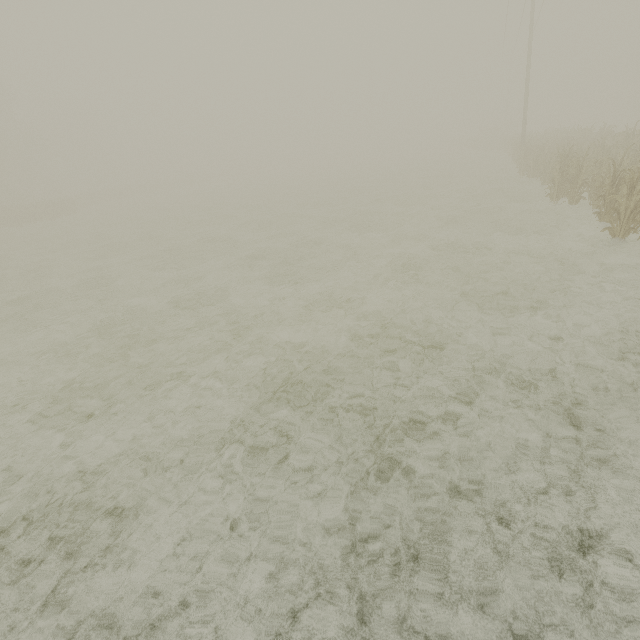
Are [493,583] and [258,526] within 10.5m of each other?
yes
